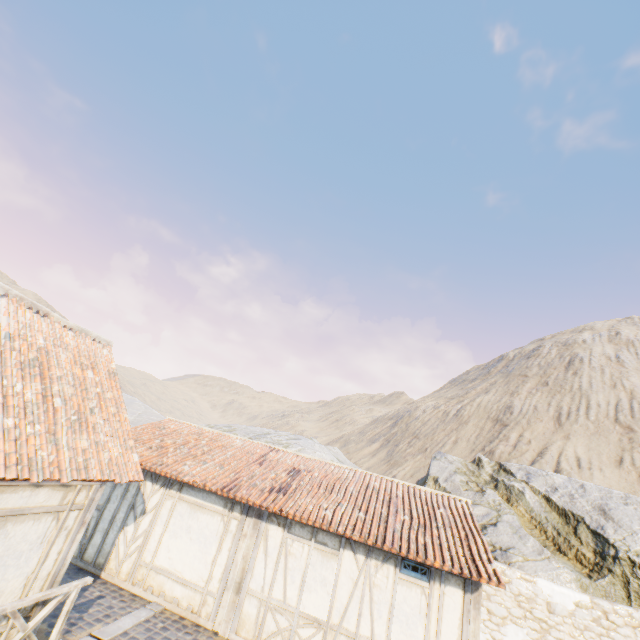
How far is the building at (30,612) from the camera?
5.6m

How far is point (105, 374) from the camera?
8.6 meters

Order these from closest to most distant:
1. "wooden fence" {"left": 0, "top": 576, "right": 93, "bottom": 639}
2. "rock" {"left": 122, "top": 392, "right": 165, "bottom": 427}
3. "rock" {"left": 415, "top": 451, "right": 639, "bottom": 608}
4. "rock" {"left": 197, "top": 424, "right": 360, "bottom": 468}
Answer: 1. "wooden fence" {"left": 0, "top": 576, "right": 93, "bottom": 639}
2. "rock" {"left": 415, "top": 451, "right": 639, "bottom": 608}
3. "rock" {"left": 197, "top": 424, "right": 360, "bottom": 468}
4. "rock" {"left": 122, "top": 392, "right": 165, "bottom": 427}

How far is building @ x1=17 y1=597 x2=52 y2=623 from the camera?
5.6 meters

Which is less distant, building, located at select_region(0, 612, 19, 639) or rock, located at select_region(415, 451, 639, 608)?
building, located at select_region(0, 612, 19, 639)

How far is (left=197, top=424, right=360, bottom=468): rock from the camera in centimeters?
2382cm

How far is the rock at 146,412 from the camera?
26.97m
